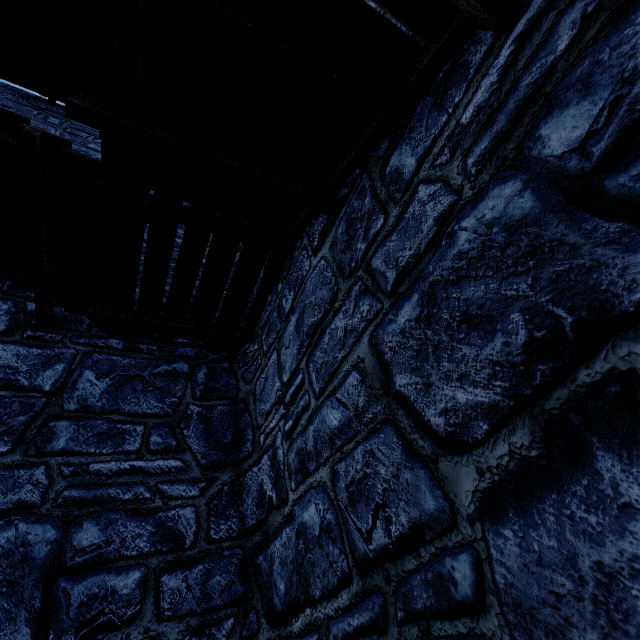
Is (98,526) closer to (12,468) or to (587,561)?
(12,468)
